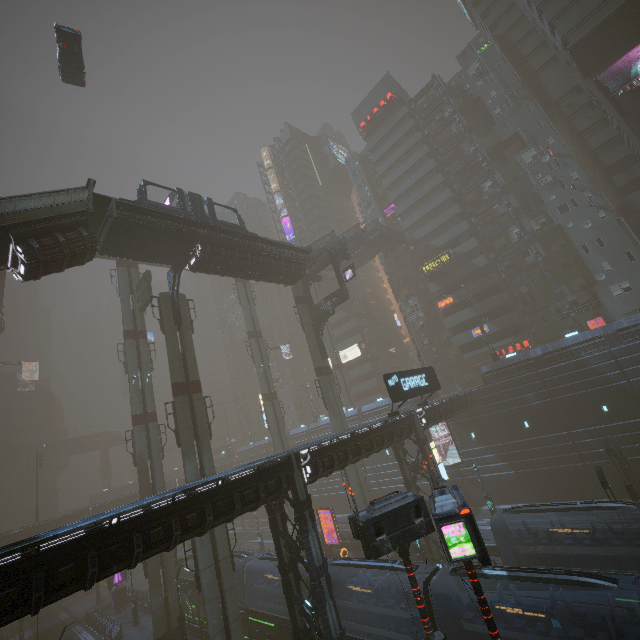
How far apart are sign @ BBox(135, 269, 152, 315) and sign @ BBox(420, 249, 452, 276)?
38.0m

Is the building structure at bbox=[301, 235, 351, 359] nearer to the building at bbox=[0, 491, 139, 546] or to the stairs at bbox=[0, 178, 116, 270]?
the building at bbox=[0, 491, 139, 546]

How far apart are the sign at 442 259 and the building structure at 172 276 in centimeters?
3652cm

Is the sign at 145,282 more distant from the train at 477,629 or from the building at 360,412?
the train at 477,629

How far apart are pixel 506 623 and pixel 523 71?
62.5 meters

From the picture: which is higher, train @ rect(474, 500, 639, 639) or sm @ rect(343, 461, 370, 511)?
sm @ rect(343, 461, 370, 511)

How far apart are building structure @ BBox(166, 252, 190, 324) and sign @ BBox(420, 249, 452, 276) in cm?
3652

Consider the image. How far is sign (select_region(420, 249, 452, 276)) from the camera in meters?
48.2 m
